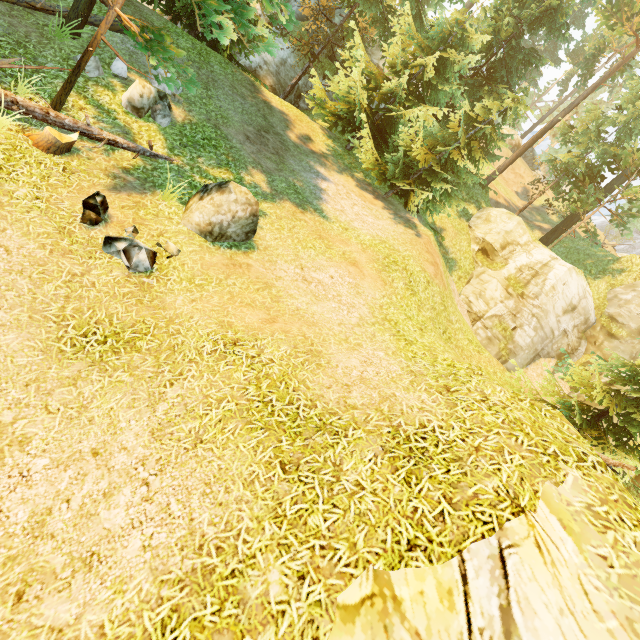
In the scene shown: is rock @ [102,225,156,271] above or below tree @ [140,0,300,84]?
below

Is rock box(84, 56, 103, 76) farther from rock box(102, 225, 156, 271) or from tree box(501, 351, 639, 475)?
rock box(102, 225, 156, 271)

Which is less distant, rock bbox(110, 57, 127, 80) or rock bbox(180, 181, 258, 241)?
rock bbox(180, 181, 258, 241)

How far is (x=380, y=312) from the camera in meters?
8.7

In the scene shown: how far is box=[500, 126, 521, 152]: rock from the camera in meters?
37.9 m

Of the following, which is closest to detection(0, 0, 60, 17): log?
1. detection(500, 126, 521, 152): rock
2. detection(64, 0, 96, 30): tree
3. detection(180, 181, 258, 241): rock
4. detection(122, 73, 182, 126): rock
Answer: detection(64, 0, 96, 30): tree

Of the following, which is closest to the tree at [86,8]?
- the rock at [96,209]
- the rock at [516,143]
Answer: the rock at [96,209]

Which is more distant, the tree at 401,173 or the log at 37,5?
the tree at 401,173
